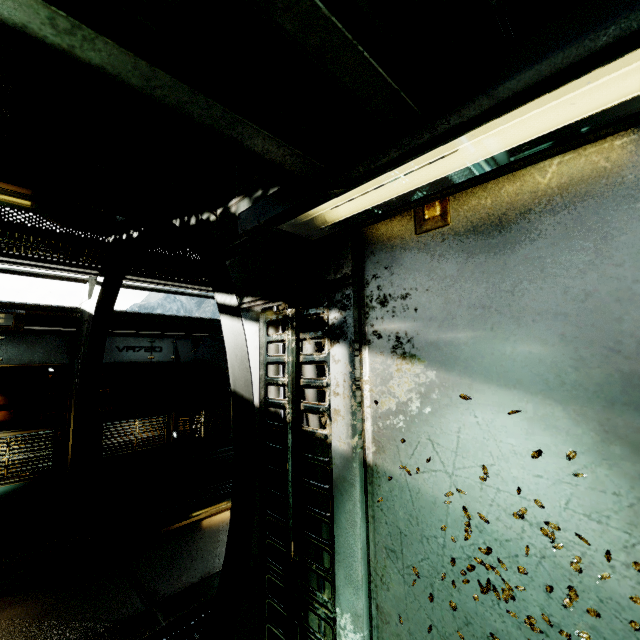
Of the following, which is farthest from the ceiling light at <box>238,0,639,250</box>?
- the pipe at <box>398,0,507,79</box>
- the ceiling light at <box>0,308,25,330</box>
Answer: the ceiling light at <box>0,308,25,330</box>

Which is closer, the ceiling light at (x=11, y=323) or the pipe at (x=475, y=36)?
the pipe at (x=475, y=36)

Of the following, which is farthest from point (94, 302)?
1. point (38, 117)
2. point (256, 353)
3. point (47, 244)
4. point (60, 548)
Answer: point (256, 353)

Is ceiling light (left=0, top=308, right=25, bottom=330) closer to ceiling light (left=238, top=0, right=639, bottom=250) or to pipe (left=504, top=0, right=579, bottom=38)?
ceiling light (left=238, top=0, right=639, bottom=250)

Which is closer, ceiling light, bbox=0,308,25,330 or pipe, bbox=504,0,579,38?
pipe, bbox=504,0,579,38

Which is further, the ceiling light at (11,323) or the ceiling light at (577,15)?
the ceiling light at (11,323)
